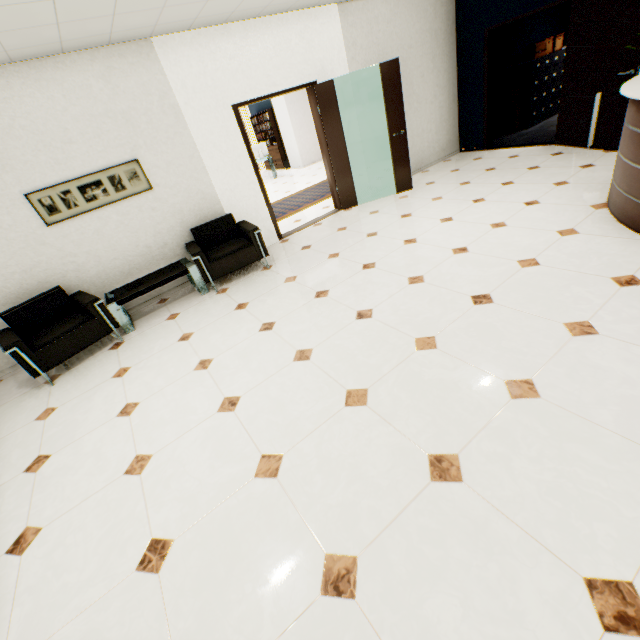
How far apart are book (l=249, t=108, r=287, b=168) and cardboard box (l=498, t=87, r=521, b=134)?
8.40m

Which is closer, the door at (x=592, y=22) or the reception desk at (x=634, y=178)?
the reception desk at (x=634, y=178)

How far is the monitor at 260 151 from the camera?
11.8m

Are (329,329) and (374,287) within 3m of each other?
yes

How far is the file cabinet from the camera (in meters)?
7.29

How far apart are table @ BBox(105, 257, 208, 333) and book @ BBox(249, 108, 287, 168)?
10.52m

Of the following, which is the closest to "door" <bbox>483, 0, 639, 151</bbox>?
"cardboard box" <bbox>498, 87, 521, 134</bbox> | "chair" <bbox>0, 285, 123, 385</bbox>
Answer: "cardboard box" <bbox>498, 87, 521, 134</bbox>

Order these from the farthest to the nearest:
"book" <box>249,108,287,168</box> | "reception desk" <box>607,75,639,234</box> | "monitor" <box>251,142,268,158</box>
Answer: "book" <box>249,108,287,168</box>
"monitor" <box>251,142,268,158</box>
"reception desk" <box>607,75,639,234</box>
